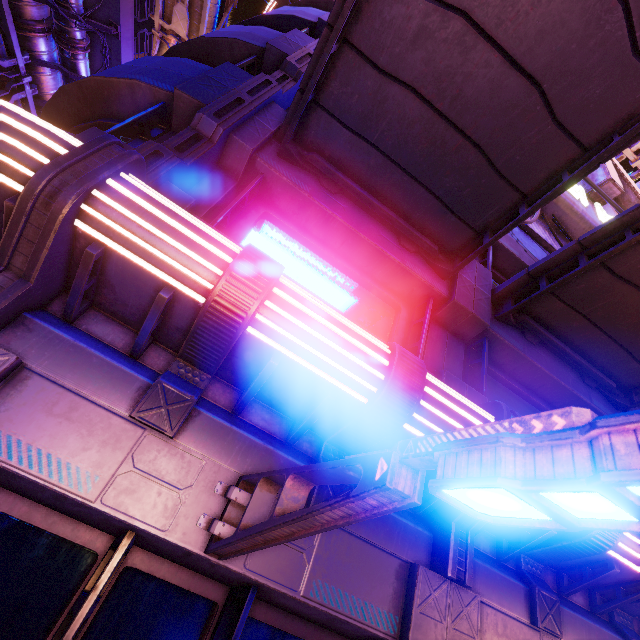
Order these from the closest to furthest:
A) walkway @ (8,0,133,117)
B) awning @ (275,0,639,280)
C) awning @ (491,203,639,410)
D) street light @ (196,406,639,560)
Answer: street light @ (196,406,639,560) → awning @ (275,0,639,280) → awning @ (491,203,639,410) → walkway @ (8,0,133,117)

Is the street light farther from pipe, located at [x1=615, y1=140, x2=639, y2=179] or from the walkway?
the walkway

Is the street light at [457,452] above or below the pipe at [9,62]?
below

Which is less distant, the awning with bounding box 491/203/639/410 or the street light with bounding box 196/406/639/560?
the street light with bounding box 196/406/639/560

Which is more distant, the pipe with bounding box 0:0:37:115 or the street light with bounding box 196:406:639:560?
the pipe with bounding box 0:0:37:115

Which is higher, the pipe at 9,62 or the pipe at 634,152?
the pipe at 634,152

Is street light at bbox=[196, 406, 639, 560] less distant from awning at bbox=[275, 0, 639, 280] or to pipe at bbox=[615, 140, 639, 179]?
awning at bbox=[275, 0, 639, 280]

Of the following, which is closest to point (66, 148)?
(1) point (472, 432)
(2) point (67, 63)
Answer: (1) point (472, 432)
